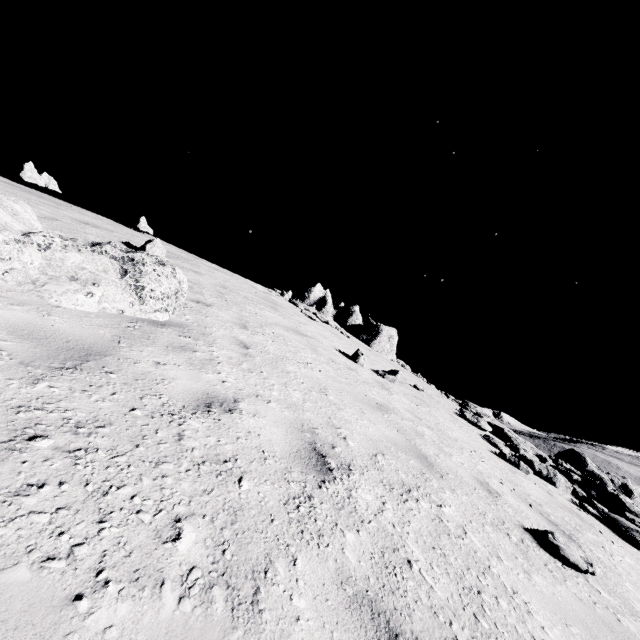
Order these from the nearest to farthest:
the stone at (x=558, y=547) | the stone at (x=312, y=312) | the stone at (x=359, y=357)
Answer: the stone at (x=558, y=547), the stone at (x=359, y=357), the stone at (x=312, y=312)

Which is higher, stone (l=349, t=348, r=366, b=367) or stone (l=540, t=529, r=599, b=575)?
stone (l=349, t=348, r=366, b=367)

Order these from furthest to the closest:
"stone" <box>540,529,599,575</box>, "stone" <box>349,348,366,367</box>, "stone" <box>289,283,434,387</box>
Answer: "stone" <box>289,283,434,387</box>, "stone" <box>349,348,366,367</box>, "stone" <box>540,529,599,575</box>

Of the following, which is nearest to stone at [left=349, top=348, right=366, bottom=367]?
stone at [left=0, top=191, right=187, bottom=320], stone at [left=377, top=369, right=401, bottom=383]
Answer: stone at [left=377, top=369, right=401, bottom=383]

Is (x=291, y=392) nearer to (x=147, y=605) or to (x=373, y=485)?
(x=373, y=485)

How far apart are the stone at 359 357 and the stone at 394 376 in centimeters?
43cm

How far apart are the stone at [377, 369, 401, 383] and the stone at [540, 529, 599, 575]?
6.29m

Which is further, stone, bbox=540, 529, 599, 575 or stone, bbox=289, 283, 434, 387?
stone, bbox=289, 283, 434, 387
